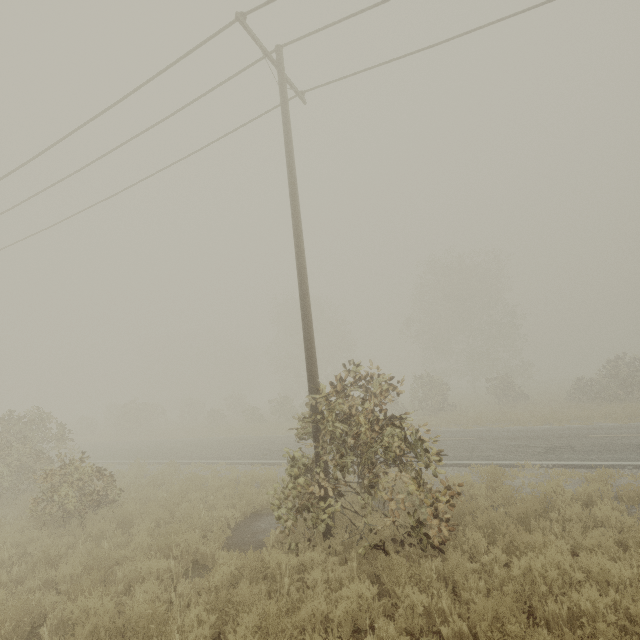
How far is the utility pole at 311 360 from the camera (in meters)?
7.16

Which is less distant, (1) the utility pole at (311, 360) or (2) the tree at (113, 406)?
(1) the utility pole at (311, 360)

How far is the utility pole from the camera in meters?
7.2

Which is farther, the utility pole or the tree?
the tree

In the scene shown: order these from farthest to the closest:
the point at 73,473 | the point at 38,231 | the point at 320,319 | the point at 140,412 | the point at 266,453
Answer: the point at 320,319 → the point at 140,412 → the point at 266,453 → the point at 38,231 → the point at 73,473

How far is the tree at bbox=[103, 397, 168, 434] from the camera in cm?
3234

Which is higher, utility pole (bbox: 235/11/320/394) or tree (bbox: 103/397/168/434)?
utility pole (bbox: 235/11/320/394)
